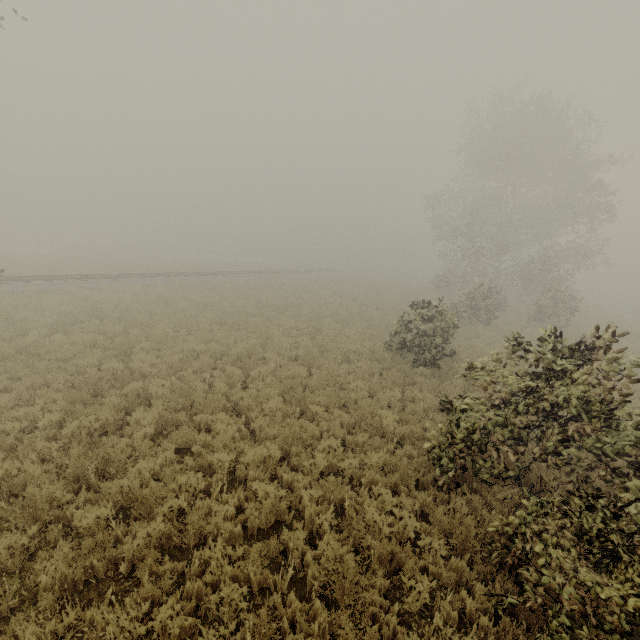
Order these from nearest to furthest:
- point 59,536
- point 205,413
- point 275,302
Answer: point 59,536, point 205,413, point 275,302
